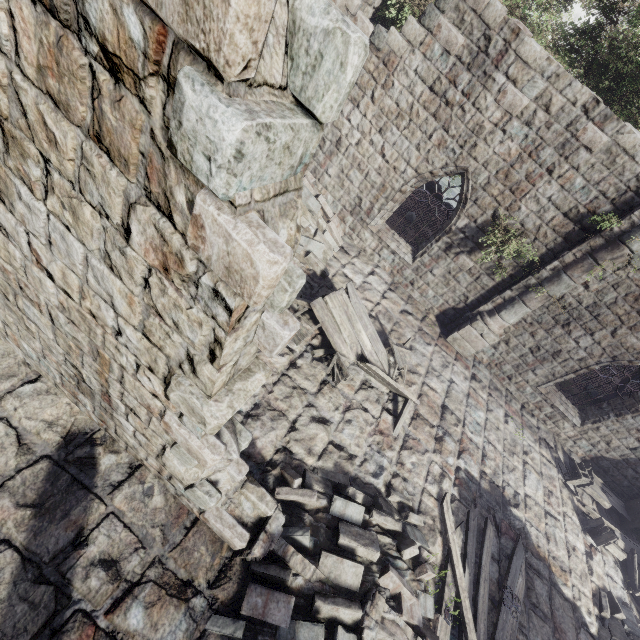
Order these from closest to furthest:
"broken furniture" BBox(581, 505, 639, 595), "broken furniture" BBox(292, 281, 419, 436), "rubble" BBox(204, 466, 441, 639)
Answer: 1. "rubble" BBox(204, 466, 441, 639)
2. "broken furniture" BBox(292, 281, 419, 436)
3. "broken furniture" BBox(581, 505, 639, 595)

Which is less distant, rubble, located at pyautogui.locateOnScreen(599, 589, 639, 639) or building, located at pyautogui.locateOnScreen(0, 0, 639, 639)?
building, located at pyautogui.locateOnScreen(0, 0, 639, 639)

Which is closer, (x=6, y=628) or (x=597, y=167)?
(x=6, y=628)

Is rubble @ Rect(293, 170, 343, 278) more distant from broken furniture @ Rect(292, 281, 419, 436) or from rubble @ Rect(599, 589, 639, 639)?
rubble @ Rect(599, 589, 639, 639)

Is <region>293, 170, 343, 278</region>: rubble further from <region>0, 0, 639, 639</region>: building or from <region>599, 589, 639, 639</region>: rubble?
<region>599, 589, 639, 639</region>: rubble

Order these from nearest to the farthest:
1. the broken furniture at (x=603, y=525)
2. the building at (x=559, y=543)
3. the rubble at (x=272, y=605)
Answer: the building at (x=559, y=543)
the rubble at (x=272, y=605)
the broken furniture at (x=603, y=525)

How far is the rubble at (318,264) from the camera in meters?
9.6

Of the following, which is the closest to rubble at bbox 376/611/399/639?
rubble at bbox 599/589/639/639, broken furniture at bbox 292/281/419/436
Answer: broken furniture at bbox 292/281/419/436
